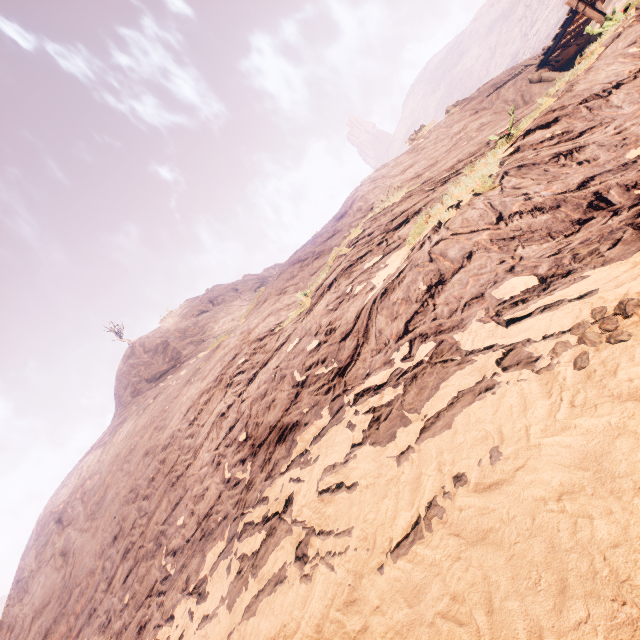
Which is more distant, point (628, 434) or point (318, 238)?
point (318, 238)
